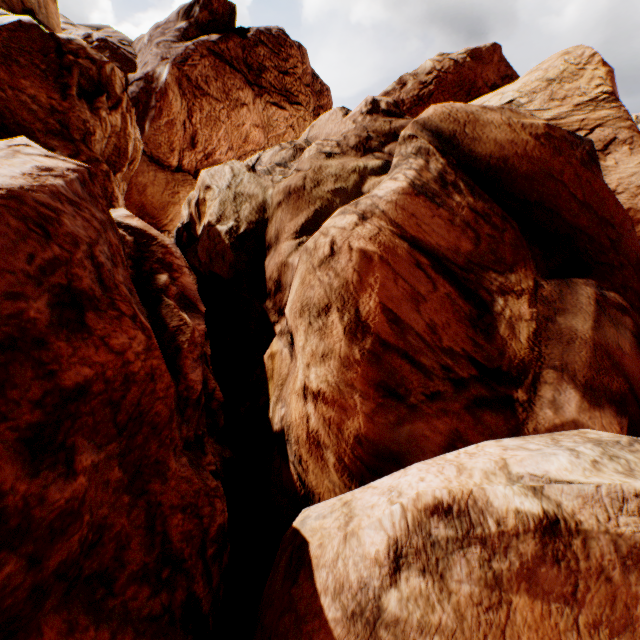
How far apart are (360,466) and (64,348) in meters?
4.0
